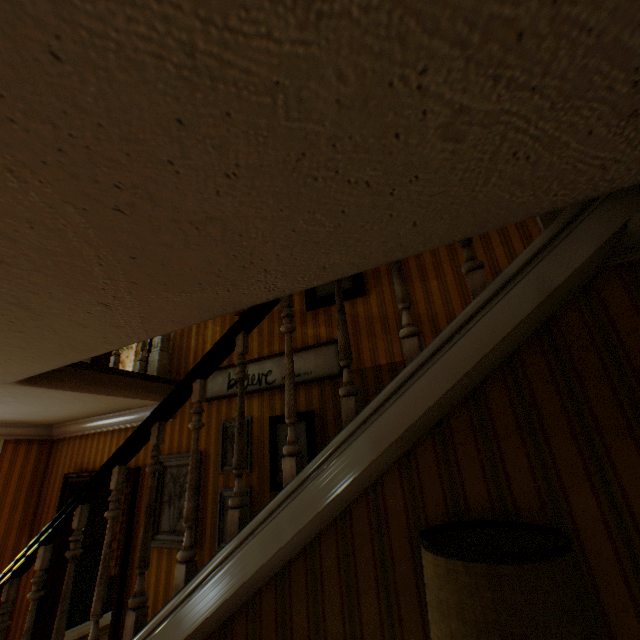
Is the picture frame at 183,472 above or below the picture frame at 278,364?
below

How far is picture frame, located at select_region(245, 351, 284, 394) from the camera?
3.7m

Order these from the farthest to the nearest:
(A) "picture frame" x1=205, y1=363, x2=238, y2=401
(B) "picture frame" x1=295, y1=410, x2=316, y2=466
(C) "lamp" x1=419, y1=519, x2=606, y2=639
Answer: (A) "picture frame" x1=205, y1=363, x2=238, y2=401, (B) "picture frame" x1=295, y1=410, x2=316, y2=466, (C) "lamp" x1=419, y1=519, x2=606, y2=639

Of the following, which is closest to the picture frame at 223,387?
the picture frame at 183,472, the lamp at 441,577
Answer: the picture frame at 183,472

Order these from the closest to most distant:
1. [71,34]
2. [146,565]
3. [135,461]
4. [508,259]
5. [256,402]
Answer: [71,34] → [146,565] → [508,259] → [256,402] → [135,461]

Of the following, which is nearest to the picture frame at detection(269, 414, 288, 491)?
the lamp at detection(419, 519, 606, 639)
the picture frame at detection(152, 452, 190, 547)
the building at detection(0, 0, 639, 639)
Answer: the building at detection(0, 0, 639, 639)

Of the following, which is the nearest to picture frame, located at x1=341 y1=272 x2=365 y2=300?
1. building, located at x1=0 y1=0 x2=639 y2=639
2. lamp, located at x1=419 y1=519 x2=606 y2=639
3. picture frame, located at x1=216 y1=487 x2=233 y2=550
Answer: building, located at x1=0 y1=0 x2=639 y2=639

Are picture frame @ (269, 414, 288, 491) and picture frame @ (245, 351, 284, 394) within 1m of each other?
yes
